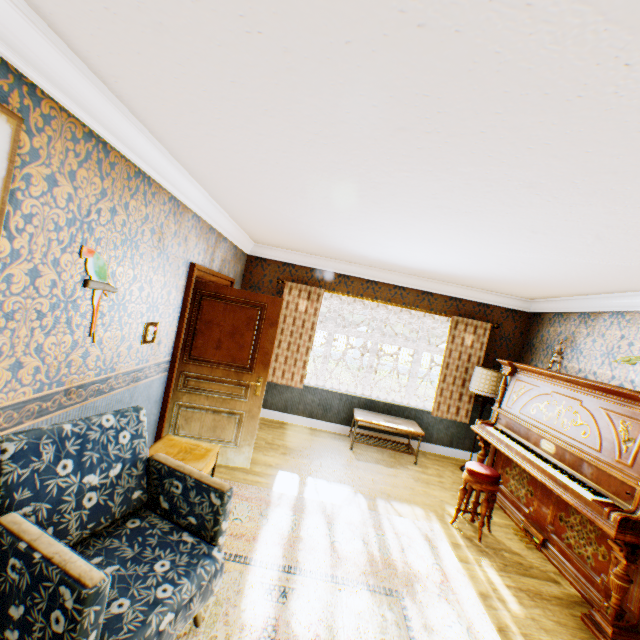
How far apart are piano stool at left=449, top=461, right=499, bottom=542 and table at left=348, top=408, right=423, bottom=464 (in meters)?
1.29

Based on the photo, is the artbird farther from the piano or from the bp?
the piano

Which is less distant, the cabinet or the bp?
the cabinet

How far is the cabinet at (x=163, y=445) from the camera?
2.8m

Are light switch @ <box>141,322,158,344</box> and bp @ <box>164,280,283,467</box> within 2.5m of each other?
yes

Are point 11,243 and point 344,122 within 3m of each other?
yes

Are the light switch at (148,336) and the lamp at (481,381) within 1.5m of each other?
no

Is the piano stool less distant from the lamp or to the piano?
the piano
